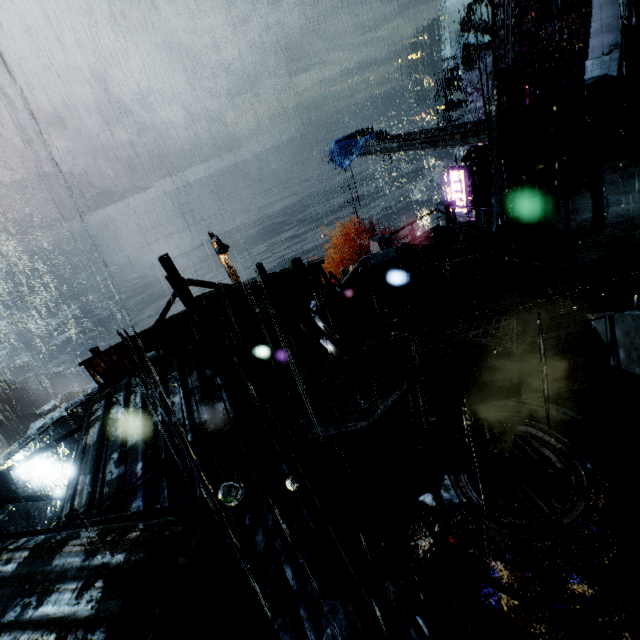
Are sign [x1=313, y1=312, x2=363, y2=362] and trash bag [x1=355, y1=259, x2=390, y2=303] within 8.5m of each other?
yes

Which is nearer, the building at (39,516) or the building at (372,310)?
the building at (39,516)

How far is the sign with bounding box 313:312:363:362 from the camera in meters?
6.9

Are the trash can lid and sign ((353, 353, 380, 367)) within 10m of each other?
no

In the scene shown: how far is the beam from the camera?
14.3m

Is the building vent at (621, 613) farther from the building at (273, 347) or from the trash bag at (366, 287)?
the trash bag at (366, 287)

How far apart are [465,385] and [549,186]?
9.3 meters
